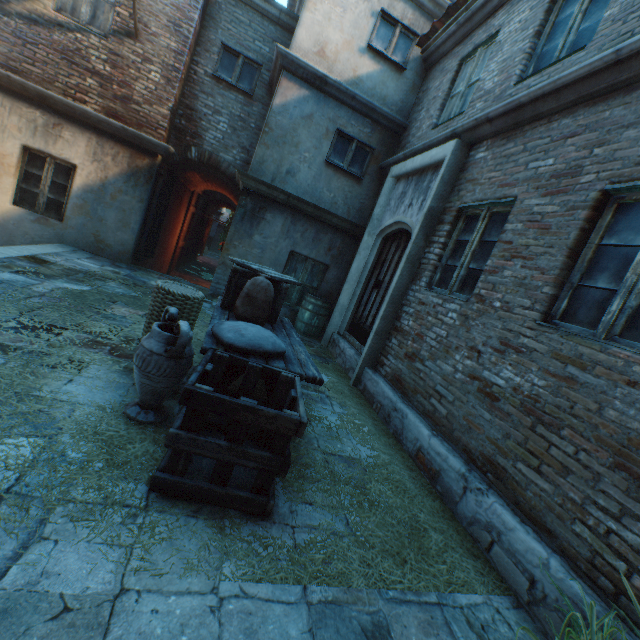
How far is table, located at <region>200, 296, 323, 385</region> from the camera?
2.8 meters

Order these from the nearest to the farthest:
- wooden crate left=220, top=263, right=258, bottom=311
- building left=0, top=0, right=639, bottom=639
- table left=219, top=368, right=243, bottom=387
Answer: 1. building left=0, top=0, right=639, bottom=639
2. table left=219, top=368, right=243, bottom=387
3. wooden crate left=220, top=263, right=258, bottom=311

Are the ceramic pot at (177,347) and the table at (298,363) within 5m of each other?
yes

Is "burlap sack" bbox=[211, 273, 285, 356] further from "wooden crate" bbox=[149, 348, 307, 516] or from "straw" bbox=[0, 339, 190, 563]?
"straw" bbox=[0, 339, 190, 563]

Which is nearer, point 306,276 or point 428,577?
point 428,577

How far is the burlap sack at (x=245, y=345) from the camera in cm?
275

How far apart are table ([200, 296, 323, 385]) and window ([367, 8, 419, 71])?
6.38m
